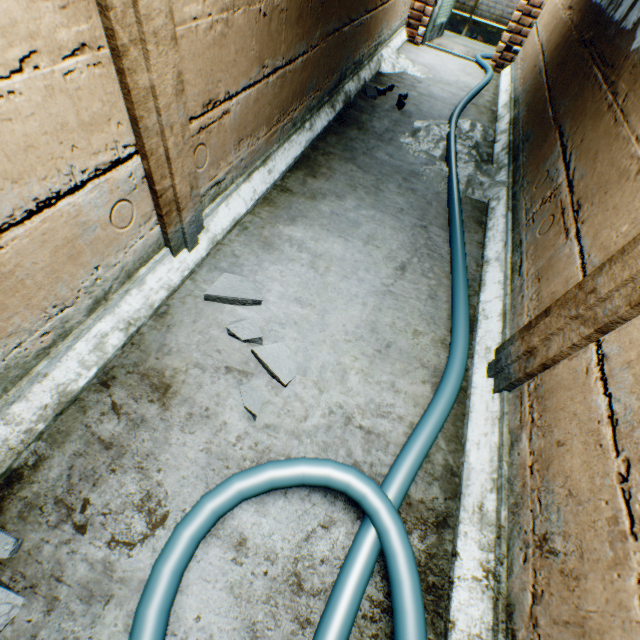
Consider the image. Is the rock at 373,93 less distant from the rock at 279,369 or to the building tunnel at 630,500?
the building tunnel at 630,500

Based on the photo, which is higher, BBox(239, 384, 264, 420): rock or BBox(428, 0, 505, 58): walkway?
BBox(239, 384, 264, 420): rock

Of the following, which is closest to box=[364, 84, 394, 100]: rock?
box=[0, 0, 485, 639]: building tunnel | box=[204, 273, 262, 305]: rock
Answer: box=[0, 0, 485, 639]: building tunnel

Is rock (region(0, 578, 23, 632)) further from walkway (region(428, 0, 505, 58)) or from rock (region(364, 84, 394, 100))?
walkway (region(428, 0, 505, 58))

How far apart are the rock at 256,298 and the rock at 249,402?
0.1 meters

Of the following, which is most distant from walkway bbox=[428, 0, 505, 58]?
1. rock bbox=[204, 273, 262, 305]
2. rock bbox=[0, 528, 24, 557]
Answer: rock bbox=[0, 528, 24, 557]

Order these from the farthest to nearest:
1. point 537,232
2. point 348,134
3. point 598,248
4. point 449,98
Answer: point 449,98 → point 348,134 → point 537,232 → point 598,248

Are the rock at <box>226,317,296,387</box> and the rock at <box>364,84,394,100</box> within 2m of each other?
no
